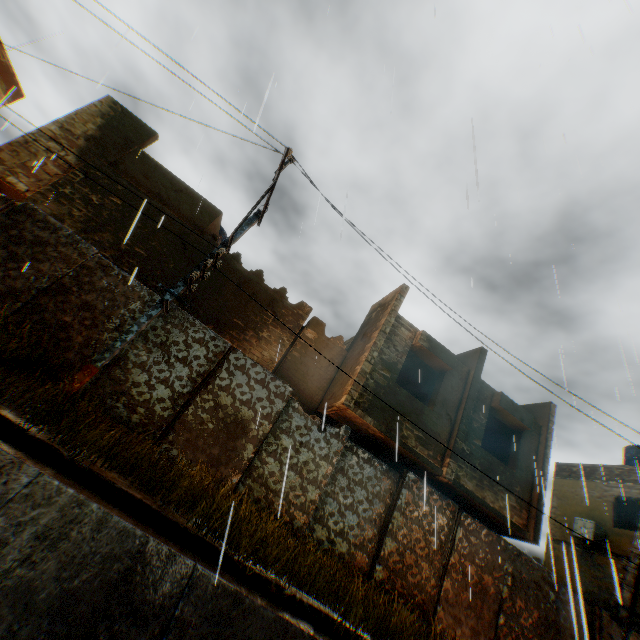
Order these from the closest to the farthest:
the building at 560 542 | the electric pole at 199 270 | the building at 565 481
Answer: the electric pole at 199 270, the building at 560 542, the building at 565 481

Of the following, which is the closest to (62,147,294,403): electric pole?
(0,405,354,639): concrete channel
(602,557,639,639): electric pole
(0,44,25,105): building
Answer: (0,405,354,639): concrete channel

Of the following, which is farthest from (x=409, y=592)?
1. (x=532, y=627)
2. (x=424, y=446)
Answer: (x=532, y=627)

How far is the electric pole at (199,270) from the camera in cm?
559

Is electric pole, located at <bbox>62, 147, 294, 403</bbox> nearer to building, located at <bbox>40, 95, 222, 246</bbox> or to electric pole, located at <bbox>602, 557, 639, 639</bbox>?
building, located at <bbox>40, 95, 222, 246</bbox>

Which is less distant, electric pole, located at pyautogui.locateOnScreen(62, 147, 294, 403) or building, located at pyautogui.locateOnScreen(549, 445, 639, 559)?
electric pole, located at pyautogui.locateOnScreen(62, 147, 294, 403)

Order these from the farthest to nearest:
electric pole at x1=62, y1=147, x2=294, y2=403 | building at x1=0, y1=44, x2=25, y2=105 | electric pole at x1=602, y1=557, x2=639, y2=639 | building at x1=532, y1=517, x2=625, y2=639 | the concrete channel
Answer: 1. building at x1=0, y1=44, x2=25, y2=105
2. building at x1=532, y1=517, x2=625, y2=639
3. electric pole at x1=602, y1=557, x2=639, y2=639
4. electric pole at x1=62, y1=147, x2=294, y2=403
5. the concrete channel
